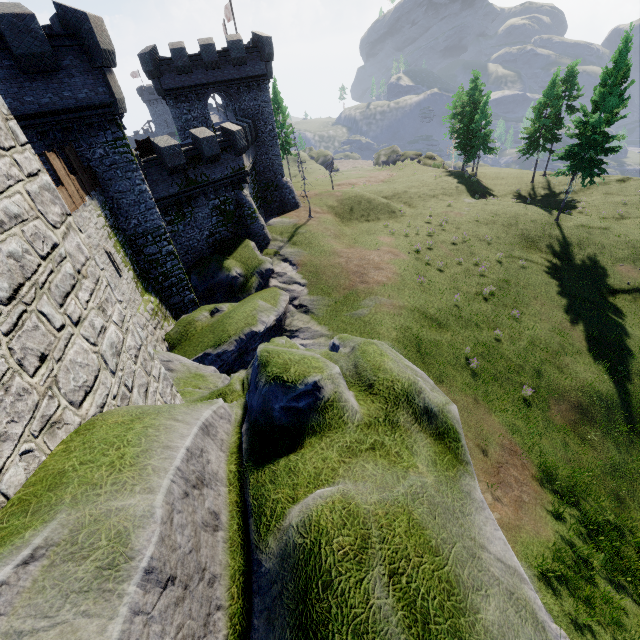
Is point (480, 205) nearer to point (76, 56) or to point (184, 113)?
point (184, 113)

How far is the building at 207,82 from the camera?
28.5 meters

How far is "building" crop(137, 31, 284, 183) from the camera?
28.45m
